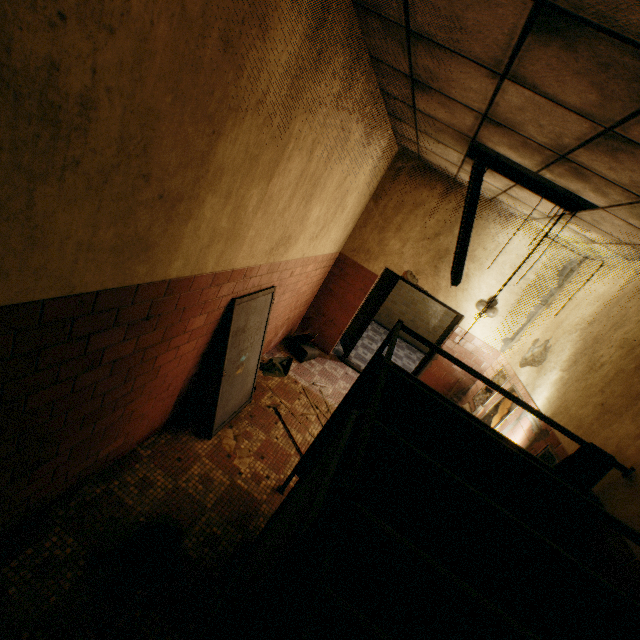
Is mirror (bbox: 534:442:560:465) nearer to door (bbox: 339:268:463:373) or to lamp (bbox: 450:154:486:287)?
lamp (bbox: 450:154:486:287)

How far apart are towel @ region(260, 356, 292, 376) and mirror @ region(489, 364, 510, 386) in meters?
3.2 m

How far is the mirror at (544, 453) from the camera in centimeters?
317cm

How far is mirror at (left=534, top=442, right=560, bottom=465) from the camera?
3.2 meters

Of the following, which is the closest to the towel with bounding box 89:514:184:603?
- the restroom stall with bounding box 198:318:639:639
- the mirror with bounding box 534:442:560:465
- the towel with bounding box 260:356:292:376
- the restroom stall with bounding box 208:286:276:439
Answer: the restroom stall with bounding box 198:318:639:639

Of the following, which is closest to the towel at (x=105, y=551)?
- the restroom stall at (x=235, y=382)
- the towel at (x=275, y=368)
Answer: the restroom stall at (x=235, y=382)

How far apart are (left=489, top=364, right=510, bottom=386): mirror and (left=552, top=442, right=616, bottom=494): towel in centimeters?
243cm

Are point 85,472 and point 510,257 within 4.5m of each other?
no
